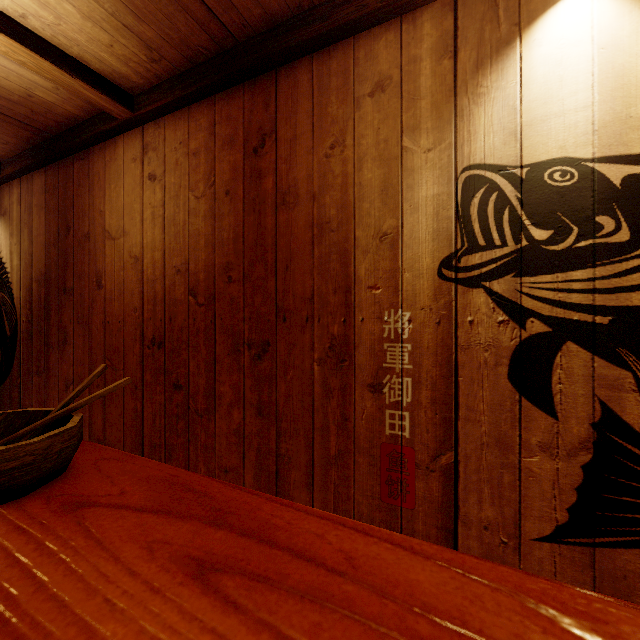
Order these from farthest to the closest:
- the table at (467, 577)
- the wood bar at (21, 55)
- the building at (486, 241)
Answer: the wood bar at (21, 55) < the building at (486, 241) < the table at (467, 577)

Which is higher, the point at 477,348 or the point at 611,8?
the point at 611,8

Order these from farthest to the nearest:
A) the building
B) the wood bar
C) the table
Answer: the wood bar, the building, the table

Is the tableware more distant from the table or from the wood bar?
the wood bar

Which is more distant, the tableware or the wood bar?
the wood bar

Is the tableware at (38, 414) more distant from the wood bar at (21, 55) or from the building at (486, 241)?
the wood bar at (21, 55)

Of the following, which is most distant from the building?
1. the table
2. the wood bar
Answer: the table
